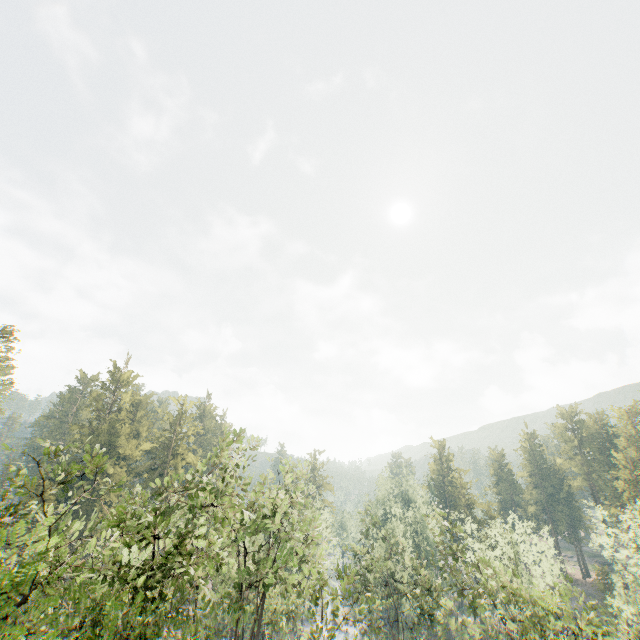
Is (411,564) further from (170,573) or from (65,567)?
(65,567)
